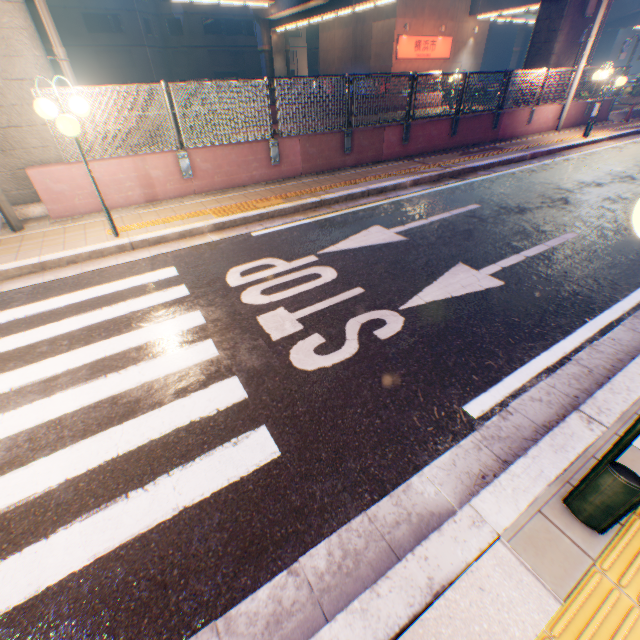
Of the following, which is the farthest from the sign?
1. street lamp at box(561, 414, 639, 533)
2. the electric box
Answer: street lamp at box(561, 414, 639, 533)

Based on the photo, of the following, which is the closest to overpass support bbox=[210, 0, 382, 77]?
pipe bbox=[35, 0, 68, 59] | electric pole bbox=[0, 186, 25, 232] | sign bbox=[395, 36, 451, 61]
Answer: pipe bbox=[35, 0, 68, 59]

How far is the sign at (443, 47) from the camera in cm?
2784

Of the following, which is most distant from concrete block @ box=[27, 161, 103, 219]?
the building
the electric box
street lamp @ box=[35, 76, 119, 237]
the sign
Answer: the building

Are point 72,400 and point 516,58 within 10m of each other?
no

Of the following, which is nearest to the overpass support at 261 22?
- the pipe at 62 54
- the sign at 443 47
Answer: the pipe at 62 54

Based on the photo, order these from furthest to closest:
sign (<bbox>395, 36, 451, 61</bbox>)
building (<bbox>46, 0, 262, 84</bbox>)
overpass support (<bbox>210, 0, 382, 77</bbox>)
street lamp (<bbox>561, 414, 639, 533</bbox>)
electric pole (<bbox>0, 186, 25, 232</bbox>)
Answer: building (<bbox>46, 0, 262, 84</bbox>) < sign (<bbox>395, 36, 451, 61</bbox>) < overpass support (<bbox>210, 0, 382, 77</bbox>) < electric pole (<bbox>0, 186, 25, 232</bbox>) < street lamp (<bbox>561, 414, 639, 533</bbox>)

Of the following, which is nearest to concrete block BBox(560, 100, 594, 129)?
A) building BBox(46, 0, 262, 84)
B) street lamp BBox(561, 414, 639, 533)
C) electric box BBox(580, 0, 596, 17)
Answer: electric box BBox(580, 0, 596, 17)
